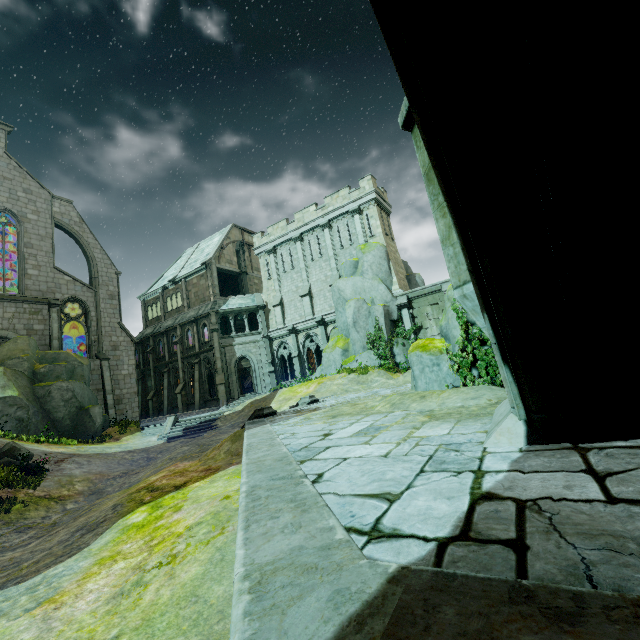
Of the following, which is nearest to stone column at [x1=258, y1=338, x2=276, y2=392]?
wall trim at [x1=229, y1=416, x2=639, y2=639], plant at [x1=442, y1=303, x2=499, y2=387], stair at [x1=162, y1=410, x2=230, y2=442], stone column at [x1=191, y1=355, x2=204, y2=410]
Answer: stone column at [x1=191, y1=355, x2=204, y2=410]

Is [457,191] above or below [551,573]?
above

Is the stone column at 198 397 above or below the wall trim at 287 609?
above

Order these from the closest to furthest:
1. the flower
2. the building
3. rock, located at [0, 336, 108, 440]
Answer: the flower < rock, located at [0, 336, 108, 440] < the building

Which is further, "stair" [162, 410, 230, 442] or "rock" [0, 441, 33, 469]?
"stair" [162, 410, 230, 442]

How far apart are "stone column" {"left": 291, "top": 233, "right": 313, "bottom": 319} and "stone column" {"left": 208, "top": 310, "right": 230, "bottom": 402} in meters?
8.2 m

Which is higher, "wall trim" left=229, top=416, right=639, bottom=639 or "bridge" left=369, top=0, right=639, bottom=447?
"bridge" left=369, top=0, right=639, bottom=447

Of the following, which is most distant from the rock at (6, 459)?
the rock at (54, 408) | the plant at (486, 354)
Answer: the plant at (486, 354)
